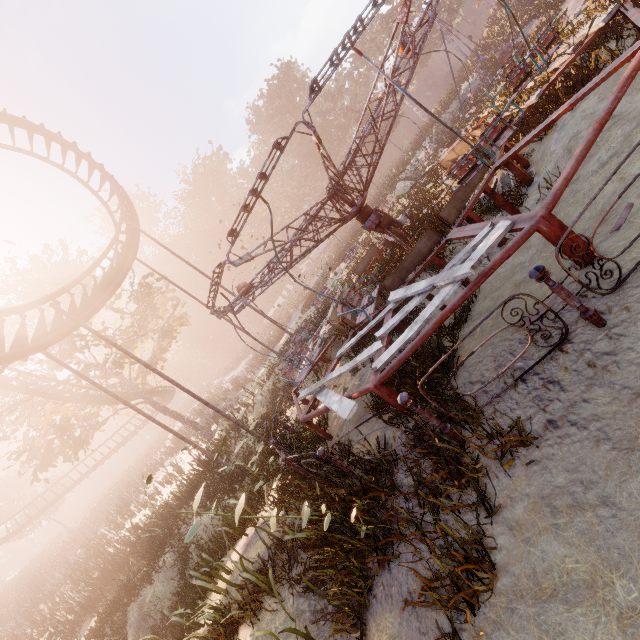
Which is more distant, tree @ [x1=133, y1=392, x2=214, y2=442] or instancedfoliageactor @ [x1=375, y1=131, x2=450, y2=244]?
tree @ [x1=133, y1=392, x2=214, y2=442]

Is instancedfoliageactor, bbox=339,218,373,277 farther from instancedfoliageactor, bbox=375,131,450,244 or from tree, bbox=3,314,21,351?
tree, bbox=3,314,21,351

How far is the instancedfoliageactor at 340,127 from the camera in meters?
52.5 m

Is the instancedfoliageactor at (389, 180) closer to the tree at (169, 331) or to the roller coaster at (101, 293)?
the roller coaster at (101, 293)

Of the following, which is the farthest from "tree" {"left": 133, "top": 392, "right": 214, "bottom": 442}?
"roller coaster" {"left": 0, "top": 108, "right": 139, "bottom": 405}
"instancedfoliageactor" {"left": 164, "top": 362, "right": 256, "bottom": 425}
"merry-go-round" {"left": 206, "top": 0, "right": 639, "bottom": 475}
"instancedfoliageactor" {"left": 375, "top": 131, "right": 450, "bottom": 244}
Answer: "instancedfoliageactor" {"left": 375, "top": 131, "right": 450, "bottom": 244}

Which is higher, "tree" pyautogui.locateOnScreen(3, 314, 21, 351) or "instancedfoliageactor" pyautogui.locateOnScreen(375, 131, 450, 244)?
"tree" pyautogui.locateOnScreen(3, 314, 21, 351)

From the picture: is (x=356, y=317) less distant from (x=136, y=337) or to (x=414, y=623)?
(x=414, y=623)

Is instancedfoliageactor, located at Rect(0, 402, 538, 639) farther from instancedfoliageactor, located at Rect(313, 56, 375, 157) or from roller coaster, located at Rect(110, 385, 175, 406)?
instancedfoliageactor, located at Rect(313, 56, 375, 157)
